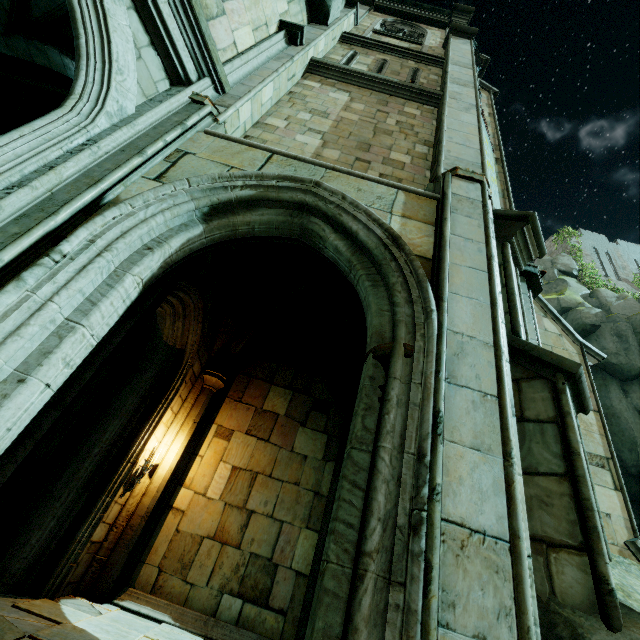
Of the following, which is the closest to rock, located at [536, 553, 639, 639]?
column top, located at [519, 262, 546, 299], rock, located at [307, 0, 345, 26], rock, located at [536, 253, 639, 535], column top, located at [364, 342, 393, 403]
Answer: rock, located at [307, 0, 345, 26]

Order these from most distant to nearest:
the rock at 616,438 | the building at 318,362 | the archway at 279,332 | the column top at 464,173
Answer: the rock at 616,438 < the building at 318,362 < the archway at 279,332 < the column top at 464,173

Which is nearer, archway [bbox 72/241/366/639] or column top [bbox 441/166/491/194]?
column top [bbox 441/166/491/194]

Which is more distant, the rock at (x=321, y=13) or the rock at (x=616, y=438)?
the rock at (x=616, y=438)

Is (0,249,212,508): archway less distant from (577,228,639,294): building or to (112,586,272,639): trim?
(112,586,272,639): trim

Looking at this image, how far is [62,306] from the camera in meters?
2.6

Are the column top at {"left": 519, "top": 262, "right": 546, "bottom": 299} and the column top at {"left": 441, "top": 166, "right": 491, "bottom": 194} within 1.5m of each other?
yes

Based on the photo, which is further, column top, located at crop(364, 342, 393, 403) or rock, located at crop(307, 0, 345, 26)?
rock, located at crop(307, 0, 345, 26)
